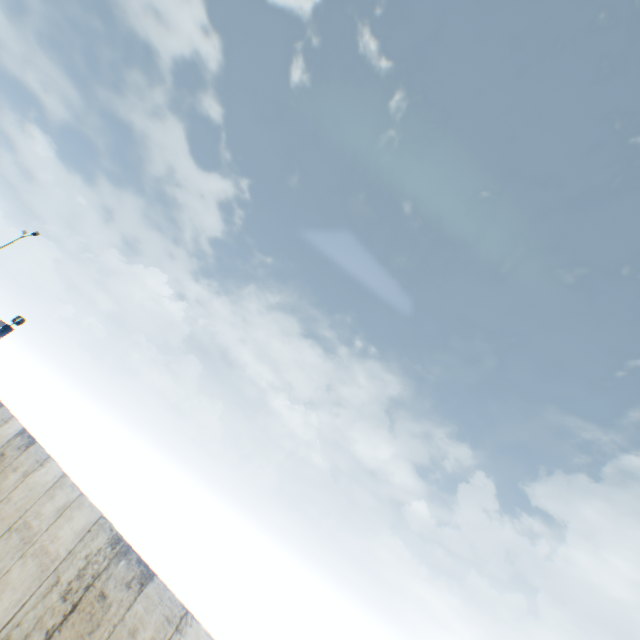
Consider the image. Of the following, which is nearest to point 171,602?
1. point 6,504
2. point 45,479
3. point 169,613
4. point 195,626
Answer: point 169,613
